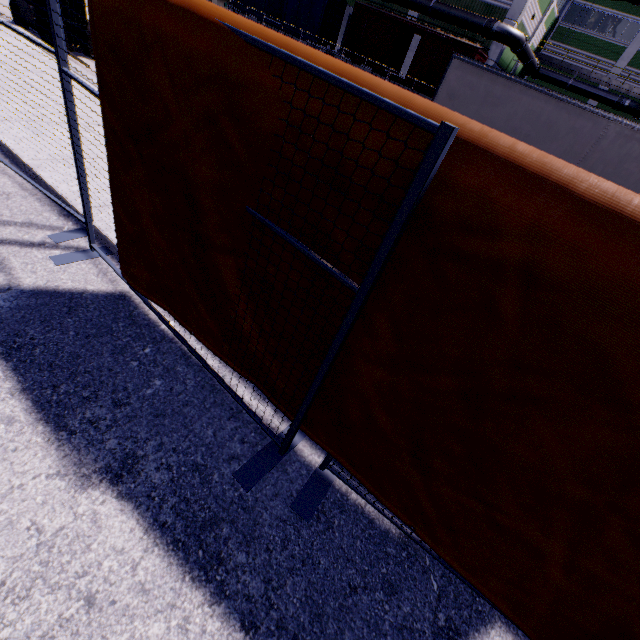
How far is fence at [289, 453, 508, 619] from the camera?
2.14m

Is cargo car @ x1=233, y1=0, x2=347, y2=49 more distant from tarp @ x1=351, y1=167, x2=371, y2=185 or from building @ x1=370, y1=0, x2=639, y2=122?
tarp @ x1=351, y1=167, x2=371, y2=185

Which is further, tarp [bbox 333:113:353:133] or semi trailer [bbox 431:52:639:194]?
semi trailer [bbox 431:52:639:194]

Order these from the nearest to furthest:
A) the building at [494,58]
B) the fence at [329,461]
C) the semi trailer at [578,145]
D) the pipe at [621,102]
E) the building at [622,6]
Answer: the fence at [329,461], the semi trailer at [578,145], the pipe at [621,102], the building at [622,6], the building at [494,58]

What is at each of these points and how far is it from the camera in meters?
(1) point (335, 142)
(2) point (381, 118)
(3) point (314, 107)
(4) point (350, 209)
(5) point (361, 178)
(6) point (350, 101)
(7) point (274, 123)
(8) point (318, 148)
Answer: (1) tarp, 1.3 m
(2) tarp, 1.2 m
(3) tarp, 1.3 m
(4) tarp, 1.4 m
(5) tarp, 1.3 m
(6) tarp, 1.2 m
(7) tarp, 1.4 m
(8) tarp, 1.3 m

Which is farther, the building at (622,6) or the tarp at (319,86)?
the building at (622,6)

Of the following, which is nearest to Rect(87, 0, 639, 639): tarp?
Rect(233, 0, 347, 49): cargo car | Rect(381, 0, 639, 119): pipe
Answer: Rect(233, 0, 347, 49): cargo car

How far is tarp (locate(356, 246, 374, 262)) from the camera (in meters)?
1.39
